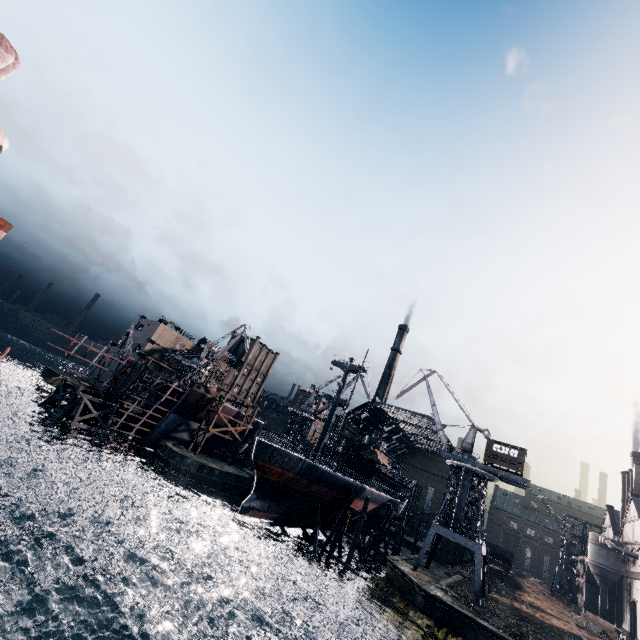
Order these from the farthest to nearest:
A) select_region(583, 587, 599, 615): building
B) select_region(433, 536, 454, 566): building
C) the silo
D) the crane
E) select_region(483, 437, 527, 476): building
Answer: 1. select_region(583, 587, 599, 615): building
2. select_region(433, 536, 454, 566): building
3. the silo
4. select_region(483, 437, 527, 476): building
5. the crane

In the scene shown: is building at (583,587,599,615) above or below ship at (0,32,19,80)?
below

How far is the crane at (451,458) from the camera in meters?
39.4 m

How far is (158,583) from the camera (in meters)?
29.77

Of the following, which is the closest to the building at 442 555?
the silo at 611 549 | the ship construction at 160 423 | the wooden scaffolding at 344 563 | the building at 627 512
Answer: the building at 627 512

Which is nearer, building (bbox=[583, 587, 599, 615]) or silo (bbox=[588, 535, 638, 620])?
silo (bbox=[588, 535, 638, 620])

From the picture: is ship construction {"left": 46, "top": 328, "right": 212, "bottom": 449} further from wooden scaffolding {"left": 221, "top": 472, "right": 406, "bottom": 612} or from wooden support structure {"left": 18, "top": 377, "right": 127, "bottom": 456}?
wooden scaffolding {"left": 221, "top": 472, "right": 406, "bottom": 612}

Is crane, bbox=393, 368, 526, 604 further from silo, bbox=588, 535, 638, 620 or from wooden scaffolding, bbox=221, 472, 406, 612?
silo, bbox=588, 535, 638, 620
